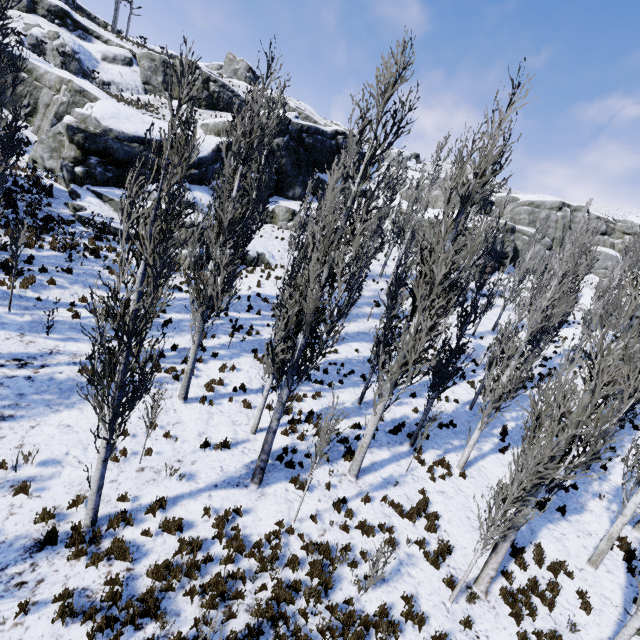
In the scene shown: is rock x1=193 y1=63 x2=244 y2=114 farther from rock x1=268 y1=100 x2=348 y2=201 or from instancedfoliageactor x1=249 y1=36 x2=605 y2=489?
instancedfoliageactor x1=249 y1=36 x2=605 y2=489

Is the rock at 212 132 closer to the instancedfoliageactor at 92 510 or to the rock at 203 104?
the instancedfoliageactor at 92 510

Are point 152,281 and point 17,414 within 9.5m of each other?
yes

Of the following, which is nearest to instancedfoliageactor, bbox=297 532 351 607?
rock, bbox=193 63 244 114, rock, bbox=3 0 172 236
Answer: rock, bbox=3 0 172 236

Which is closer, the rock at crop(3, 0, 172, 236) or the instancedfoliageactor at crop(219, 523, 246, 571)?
the instancedfoliageactor at crop(219, 523, 246, 571)

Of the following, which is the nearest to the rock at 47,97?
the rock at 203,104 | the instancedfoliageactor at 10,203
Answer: the instancedfoliageactor at 10,203

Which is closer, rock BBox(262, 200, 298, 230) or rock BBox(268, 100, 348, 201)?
rock BBox(262, 200, 298, 230)
